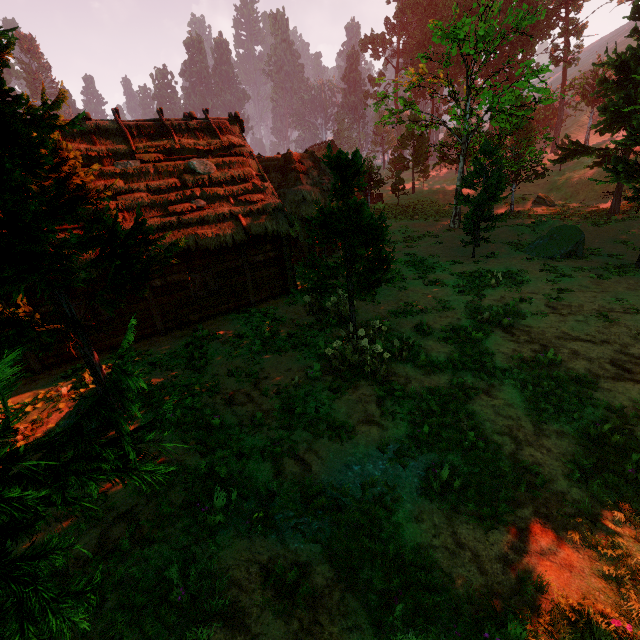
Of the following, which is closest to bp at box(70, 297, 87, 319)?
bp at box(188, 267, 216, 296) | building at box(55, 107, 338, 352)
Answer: building at box(55, 107, 338, 352)

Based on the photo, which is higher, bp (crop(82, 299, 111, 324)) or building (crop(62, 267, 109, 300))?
building (crop(62, 267, 109, 300))

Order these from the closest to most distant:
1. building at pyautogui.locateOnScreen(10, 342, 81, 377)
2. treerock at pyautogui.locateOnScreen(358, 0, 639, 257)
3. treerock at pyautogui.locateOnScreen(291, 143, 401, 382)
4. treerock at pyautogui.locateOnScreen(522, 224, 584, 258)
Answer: treerock at pyautogui.locateOnScreen(291, 143, 401, 382)
building at pyautogui.locateOnScreen(10, 342, 81, 377)
treerock at pyautogui.locateOnScreen(522, 224, 584, 258)
treerock at pyautogui.locateOnScreen(358, 0, 639, 257)

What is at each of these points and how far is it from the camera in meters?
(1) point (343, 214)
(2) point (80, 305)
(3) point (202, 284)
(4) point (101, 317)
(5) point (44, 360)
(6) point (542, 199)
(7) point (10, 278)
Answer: (1) treerock, 9.1 m
(2) bp, 11.1 m
(3) bp, 13.2 m
(4) bp, 11.7 m
(5) building, 11.1 m
(6) treerock, 29.4 m
(7) treerock, 5.0 m

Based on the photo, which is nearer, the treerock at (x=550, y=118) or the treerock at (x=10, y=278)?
the treerock at (x=10, y=278)

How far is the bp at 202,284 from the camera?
13.0 meters

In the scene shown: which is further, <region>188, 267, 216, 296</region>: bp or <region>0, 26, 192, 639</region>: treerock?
<region>188, 267, 216, 296</region>: bp
